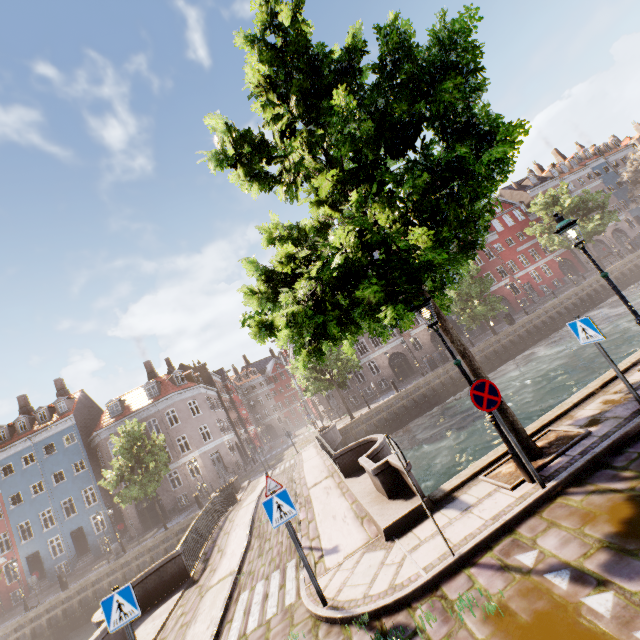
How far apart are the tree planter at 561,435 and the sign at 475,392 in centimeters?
144cm

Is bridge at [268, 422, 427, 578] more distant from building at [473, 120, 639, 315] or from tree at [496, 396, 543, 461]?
building at [473, 120, 639, 315]

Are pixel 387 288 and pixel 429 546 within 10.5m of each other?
yes

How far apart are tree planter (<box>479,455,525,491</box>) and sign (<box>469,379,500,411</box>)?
1.4 meters

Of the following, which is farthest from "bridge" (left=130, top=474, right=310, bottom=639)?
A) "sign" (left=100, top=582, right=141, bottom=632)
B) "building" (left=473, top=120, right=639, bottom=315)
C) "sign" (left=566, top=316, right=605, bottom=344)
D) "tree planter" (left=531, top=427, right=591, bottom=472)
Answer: "building" (left=473, top=120, right=639, bottom=315)

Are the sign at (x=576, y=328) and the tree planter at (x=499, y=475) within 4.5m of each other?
yes

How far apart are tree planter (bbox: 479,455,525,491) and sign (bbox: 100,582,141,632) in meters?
6.4 m

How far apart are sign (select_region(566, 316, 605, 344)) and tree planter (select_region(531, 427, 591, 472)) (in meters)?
1.64
